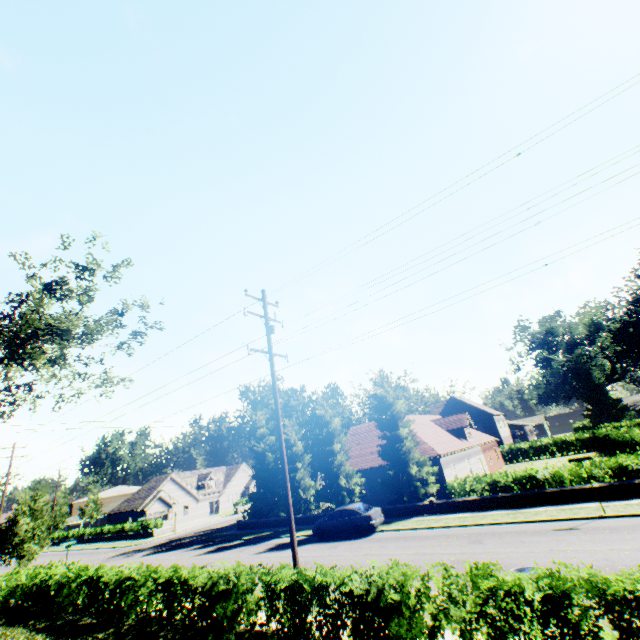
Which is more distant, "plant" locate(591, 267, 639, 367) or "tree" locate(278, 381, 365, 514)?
"plant" locate(591, 267, 639, 367)

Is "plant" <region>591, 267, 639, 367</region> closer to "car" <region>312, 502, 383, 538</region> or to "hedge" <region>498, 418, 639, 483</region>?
"hedge" <region>498, 418, 639, 483</region>

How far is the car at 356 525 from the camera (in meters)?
19.86

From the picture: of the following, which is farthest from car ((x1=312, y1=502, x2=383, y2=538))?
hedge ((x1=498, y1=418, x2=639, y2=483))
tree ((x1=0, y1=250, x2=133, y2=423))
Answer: hedge ((x1=498, y1=418, x2=639, y2=483))

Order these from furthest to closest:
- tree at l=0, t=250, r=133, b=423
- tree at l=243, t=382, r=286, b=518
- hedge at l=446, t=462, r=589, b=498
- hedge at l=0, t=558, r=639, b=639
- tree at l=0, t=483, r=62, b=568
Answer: tree at l=243, t=382, r=286, b=518 < tree at l=0, t=483, r=62, b=568 < hedge at l=446, t=462, r=589, b=498 < tree at l=0, t=250, r=133, b=423 < hedge at l=0, t=558, r=639, b=639

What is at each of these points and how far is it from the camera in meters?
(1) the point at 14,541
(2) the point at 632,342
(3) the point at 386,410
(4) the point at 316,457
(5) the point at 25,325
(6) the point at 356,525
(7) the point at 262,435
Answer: (1) tree, 20.8 m
(2) plant, 50.6 m
(3) tree, 26.6 m
(4) tree, 28.8 m
(5) tree, 19.5 m
(6) car, 20.0 m
(7) tree, 33.8 m

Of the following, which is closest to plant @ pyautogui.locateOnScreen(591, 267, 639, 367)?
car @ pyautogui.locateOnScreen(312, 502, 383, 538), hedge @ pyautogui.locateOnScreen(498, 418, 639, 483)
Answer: hedge @ pyautogui.locateOnScreen(498, 418, 639, 483)

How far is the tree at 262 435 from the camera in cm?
3083
